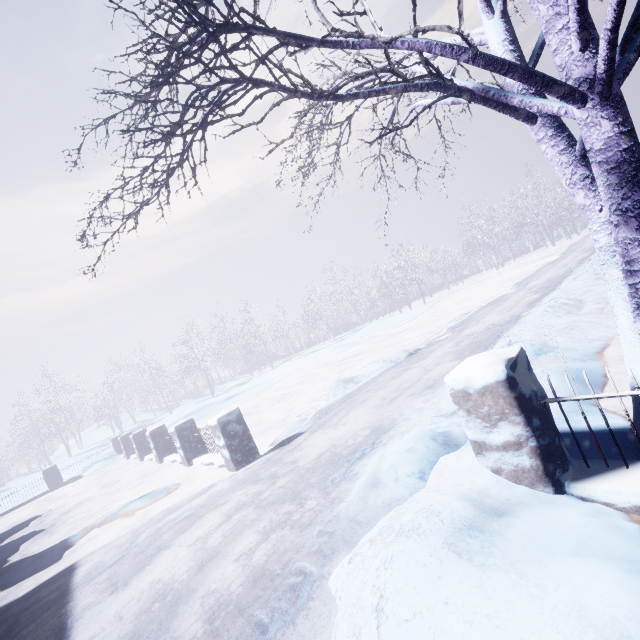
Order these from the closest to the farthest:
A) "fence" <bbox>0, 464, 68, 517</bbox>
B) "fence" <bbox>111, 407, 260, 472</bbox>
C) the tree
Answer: the tree
"fence" <bbox>111, 407, 260, 472</bbox>
"fence" <bbox>0, 464, 68, 517</bbox>

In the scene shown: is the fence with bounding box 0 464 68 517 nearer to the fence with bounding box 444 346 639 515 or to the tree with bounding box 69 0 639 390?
the tree with bounding box 69 0 639 390

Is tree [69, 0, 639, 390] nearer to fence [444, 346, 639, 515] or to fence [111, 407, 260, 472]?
fence [444, 346, 639, 515]

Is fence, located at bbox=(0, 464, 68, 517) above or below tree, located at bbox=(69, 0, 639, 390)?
below

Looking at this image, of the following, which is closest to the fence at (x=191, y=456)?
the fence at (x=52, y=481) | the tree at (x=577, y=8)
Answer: the fence at (x=52, y=481)

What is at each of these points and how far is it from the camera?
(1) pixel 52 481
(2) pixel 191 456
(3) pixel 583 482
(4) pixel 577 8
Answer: (1) fence, 12.6m
(2) fence, 7.0m
(3) fence, 1.8m
(4) tree, 1.5m

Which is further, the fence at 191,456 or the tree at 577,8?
the fence at 191,456
